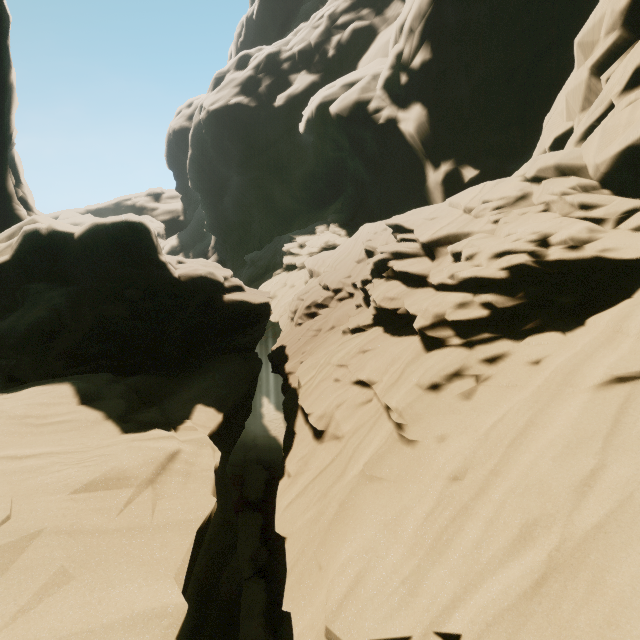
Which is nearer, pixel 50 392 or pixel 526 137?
pixel 50 392
